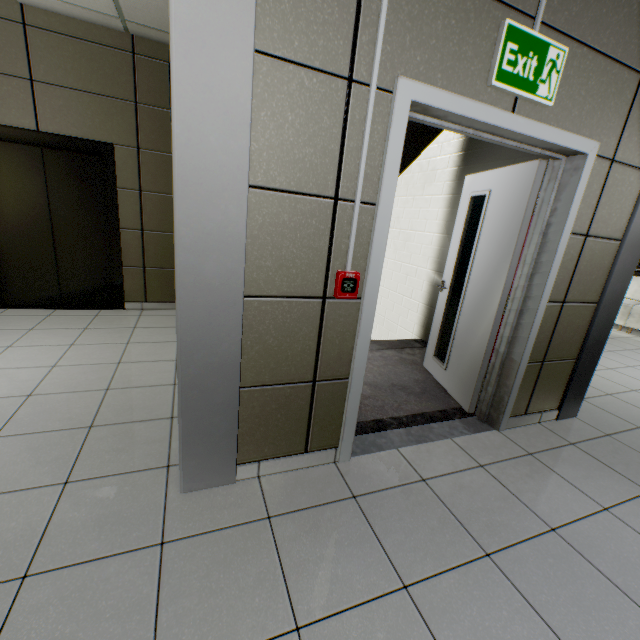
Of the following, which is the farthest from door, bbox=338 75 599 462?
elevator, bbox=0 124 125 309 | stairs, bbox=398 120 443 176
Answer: elevator, bbox=0 124 125 309

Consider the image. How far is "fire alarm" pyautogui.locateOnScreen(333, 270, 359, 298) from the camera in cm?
168

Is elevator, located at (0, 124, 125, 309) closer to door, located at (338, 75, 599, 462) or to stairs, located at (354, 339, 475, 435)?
stairs, located at (354, 339, 475, 435)

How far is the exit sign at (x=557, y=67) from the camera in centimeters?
161cm

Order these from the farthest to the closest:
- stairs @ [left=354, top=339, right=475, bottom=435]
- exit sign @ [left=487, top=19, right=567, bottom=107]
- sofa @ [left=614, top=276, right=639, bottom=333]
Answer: sofa @ [left=614, top=276, right=639, bottom=333]
stairs @ [left=354, top=339, right=475, bottom=435]
exit sign @ [left=487, top=19, right=567, bottom=107]

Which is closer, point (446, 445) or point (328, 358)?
point (328, 358)

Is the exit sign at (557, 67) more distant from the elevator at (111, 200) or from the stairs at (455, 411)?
the elevator at (111, 200)

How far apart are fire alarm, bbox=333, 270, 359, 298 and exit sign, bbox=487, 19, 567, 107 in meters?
1.2 m
